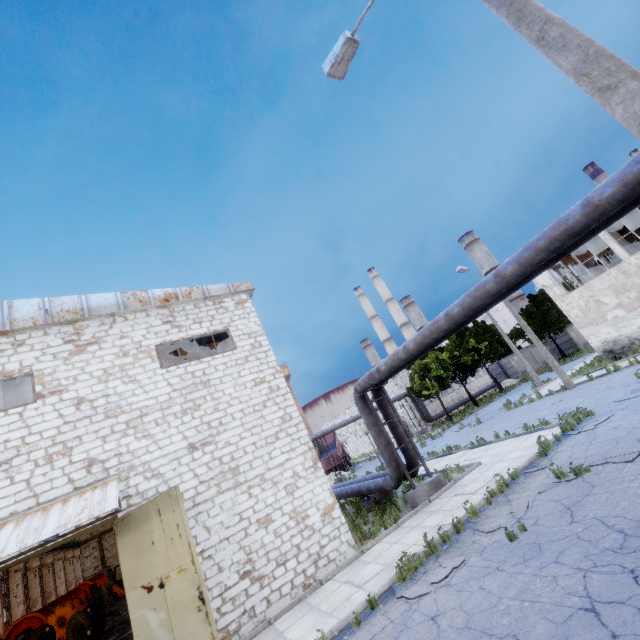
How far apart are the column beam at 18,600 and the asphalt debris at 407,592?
39.0 meters

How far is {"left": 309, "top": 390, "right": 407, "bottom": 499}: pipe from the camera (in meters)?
13.34

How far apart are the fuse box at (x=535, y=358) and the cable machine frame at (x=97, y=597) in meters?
50.8

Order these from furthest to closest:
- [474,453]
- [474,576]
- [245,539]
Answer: [474,453] → [245,539] → [474,576]

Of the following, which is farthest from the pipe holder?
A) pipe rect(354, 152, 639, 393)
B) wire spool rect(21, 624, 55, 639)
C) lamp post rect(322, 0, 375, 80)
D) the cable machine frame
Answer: wire spool rect(21, 624, 55, 639)

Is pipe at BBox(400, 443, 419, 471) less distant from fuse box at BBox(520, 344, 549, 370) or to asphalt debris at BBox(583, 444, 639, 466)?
asphalt debris at BBox(583, 444, 639, 466)

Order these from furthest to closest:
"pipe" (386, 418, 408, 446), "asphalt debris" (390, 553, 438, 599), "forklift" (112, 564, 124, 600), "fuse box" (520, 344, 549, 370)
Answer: "fuse box" (520, 344, 549, 370) → "forklift" (112, 564, 124, 600) → "pipe" (386, 418, 408, 446) → "asphalt debris" (390, 553, 438, 599)

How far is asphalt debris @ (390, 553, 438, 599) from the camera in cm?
664
